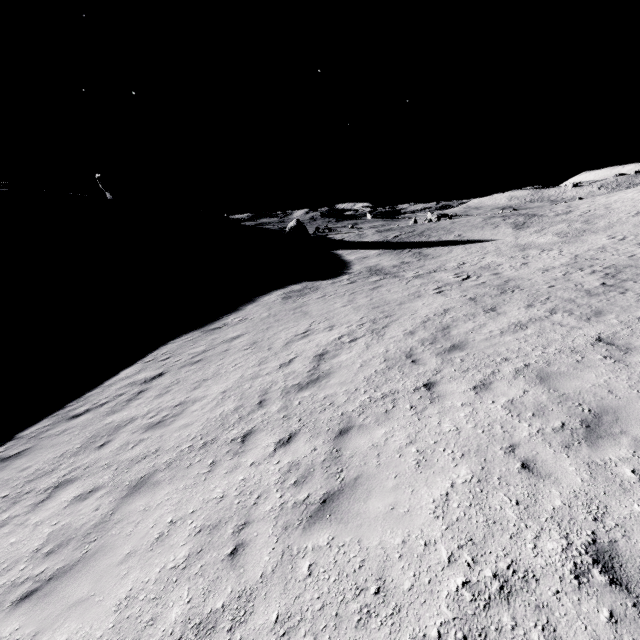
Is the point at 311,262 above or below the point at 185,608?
below
